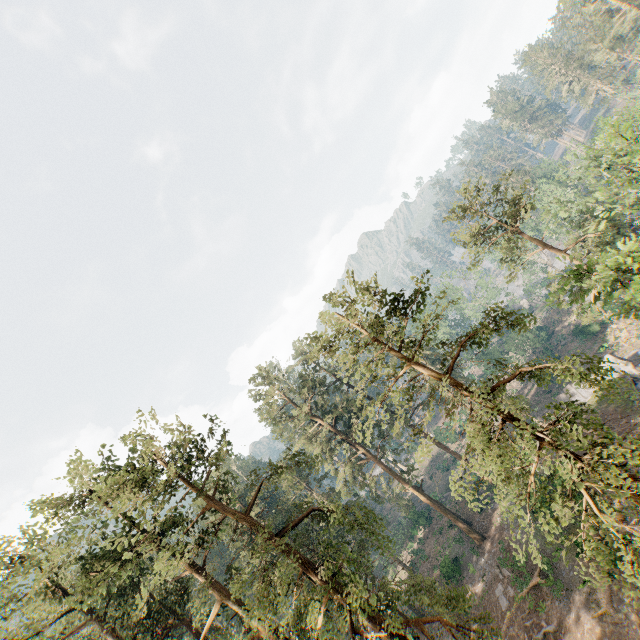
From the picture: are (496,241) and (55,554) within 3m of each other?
no

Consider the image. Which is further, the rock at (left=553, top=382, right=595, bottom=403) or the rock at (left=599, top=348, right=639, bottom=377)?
the rock at (left=553, top=382, right=595, bottom=403)

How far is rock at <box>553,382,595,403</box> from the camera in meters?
35.8

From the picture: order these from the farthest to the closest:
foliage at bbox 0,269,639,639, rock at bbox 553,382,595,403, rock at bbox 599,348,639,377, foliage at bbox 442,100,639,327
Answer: rock at bbox 553,382,595,403 < rock at bbox 599,348,639,377 < foliage at bbox 442,100,639,327 < foliage at bbox 0,269,639,639

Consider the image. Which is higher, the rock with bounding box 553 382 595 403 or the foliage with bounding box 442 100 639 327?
the foliage with bounding box 442 100 639 327

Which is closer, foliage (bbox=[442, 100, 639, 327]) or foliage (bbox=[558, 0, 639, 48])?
foliage (bbox=[442, 100, 639, 327])

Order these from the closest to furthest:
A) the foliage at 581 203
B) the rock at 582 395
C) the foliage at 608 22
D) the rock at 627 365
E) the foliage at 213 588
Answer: the foliage at 213 588
the foliage at 581 203
the rock at 627 365
the rock at 582 395
the foliage at 608 22

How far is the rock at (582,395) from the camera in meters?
35.8 m
